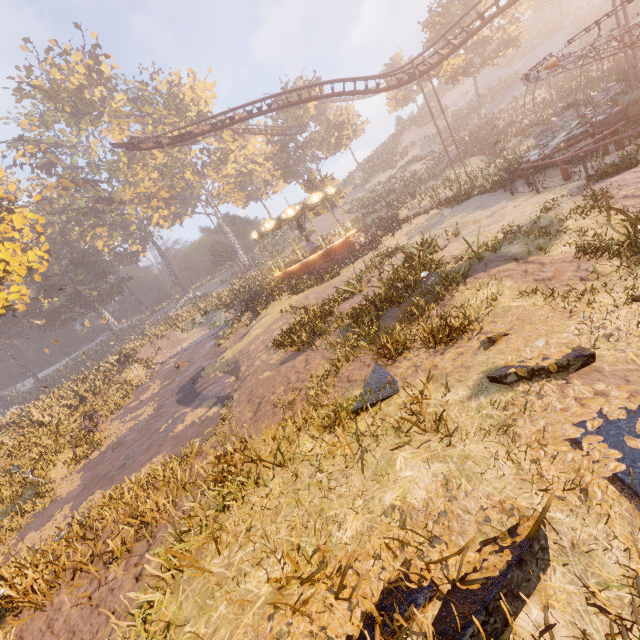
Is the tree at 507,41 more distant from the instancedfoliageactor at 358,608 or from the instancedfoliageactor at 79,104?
the instancedfoliageactor at 358,608

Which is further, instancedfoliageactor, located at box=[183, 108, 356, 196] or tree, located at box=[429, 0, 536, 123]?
instancedfoliageactor, located at box=[183, 108, 356, 196]

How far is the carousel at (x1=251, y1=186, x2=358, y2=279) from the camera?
23.0m

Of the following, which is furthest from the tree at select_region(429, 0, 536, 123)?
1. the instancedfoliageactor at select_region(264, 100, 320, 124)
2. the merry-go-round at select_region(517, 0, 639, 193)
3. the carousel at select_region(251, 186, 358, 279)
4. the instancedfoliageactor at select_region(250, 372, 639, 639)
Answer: the instancedfoliageactor at select_region(250, 372, 639, 639)

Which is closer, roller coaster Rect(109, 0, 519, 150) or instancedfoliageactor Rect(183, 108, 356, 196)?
roller coaster Rect(109, 0, 519, 150)

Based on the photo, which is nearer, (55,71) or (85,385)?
(85,385)

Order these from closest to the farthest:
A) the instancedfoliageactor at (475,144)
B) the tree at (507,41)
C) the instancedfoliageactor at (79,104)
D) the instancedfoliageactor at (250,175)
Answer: the instancedfoliageactor at (79,104), the instancedfoliageactor at (475,144), the tree at (507,41), the instancedfoliageactor at (250,175)

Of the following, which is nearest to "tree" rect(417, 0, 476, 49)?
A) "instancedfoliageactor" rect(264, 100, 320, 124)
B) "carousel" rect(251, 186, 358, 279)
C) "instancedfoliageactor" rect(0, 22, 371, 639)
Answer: "instancedfoliageactor" rect(264, 100, 320, 124)
